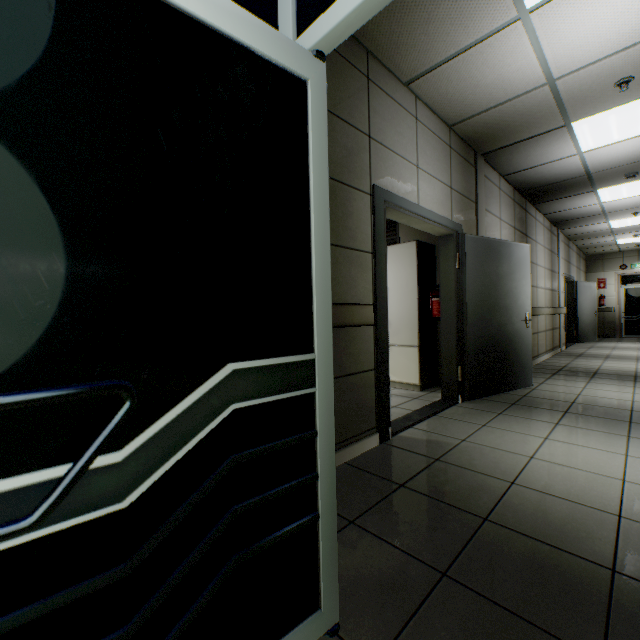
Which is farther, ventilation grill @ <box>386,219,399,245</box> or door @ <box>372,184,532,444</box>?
ventilation grill @ <box>386,219,399,245</box>

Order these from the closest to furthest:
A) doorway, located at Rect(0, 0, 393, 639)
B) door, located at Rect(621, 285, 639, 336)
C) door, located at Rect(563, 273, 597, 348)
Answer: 1. doorway, located at Rect(0, 0, 393, 639)
2. door, located at Rect(563, 273, 597, 348)
3. door, located at Rect(621, 285, 639, 336)

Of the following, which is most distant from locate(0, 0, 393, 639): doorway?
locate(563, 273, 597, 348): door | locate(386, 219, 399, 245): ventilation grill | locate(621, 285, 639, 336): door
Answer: locate(621, 285, 639, 336): door

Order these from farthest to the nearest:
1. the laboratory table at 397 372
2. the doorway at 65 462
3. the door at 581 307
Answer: the door at 581 307 < the laboratory table at 397 372 < the doorway at 65 462

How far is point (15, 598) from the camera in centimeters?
62cm

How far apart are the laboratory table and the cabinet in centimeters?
2cm

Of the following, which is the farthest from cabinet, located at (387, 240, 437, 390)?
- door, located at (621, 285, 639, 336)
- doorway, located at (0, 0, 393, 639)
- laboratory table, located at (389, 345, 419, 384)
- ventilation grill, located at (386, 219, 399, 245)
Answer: door, located at (621, 285, 639, 336)

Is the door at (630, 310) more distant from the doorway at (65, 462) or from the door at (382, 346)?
the doorway at (65, 462)
